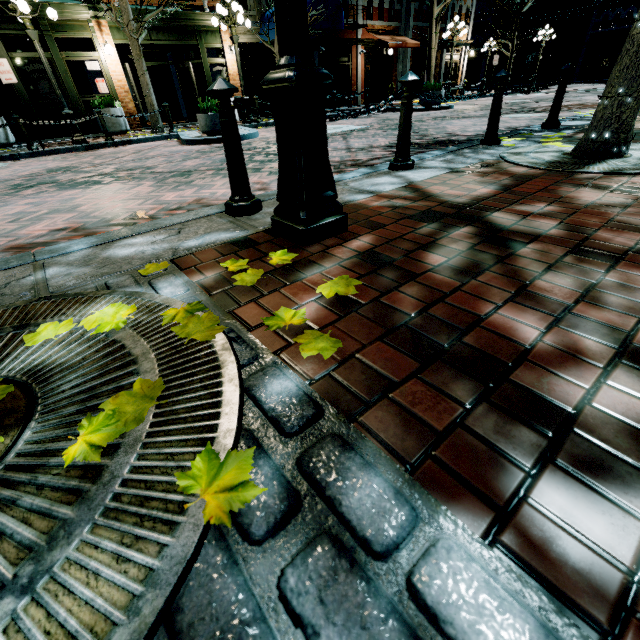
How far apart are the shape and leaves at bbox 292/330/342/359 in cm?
2545

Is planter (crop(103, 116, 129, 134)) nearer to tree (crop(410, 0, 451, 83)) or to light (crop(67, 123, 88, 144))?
tree (crop(410, 0, 451, 83))

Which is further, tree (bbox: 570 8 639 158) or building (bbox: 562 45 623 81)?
building (bbox: 562 45 623 81)

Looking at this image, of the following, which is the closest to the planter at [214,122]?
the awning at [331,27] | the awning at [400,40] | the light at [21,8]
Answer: the light at [21,8]

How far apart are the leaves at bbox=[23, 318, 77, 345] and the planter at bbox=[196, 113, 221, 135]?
9.1m

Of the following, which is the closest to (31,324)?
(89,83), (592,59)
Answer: (89,83)

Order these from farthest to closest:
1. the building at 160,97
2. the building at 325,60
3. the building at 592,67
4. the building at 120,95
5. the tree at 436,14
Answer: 1. the building at 592,67
2. the building at 160,97
3. the building at 325,60
4. the tree at 436,14
5. the building at 120,95

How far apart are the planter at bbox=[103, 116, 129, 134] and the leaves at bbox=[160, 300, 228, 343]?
15.1 meters
